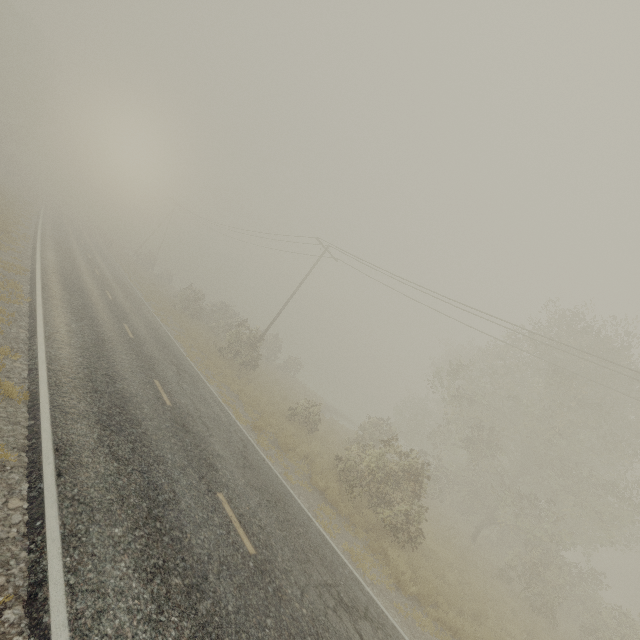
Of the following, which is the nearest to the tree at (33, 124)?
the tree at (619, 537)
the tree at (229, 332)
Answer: the tree at (229, 332)

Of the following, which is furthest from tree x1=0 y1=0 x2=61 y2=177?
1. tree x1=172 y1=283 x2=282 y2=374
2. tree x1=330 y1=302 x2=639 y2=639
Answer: tree x1=330 y1=302 x2=639 y2=639

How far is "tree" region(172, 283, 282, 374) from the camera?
24.4m

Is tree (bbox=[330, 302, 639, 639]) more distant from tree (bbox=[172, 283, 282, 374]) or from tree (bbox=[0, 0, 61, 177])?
tree (bbox=[0, 0, 61, 177])

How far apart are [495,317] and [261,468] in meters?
12.6 m

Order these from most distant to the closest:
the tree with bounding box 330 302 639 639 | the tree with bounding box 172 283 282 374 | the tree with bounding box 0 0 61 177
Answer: the tree with bounding box 0 0 61 177 < the tree with bounding box 172 283 282 374 < the tree with bounding box 330 302 639 639

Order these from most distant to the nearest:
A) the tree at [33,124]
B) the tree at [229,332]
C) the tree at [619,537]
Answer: the tree at [33,124] → the tree at [229,332] → the tree at [619,537]
